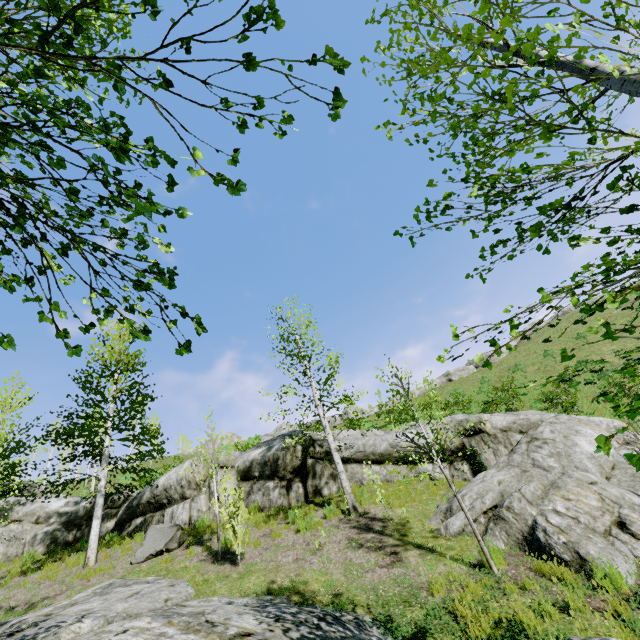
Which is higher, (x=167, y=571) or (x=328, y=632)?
(x=167, y=571)

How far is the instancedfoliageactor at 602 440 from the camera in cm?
133

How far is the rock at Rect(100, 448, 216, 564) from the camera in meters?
10.4 m

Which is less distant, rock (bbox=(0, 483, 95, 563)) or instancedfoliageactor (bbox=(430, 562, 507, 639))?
instancedfoliageactor (bbox=(430, 562, 507, 639))

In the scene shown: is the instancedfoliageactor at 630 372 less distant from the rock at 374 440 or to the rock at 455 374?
the rock at 374 440

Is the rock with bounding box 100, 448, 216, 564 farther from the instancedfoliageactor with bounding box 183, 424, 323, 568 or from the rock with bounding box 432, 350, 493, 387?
the rock with bounding box 432, 350, 493, 387

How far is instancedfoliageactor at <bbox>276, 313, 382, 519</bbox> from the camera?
10.2m
